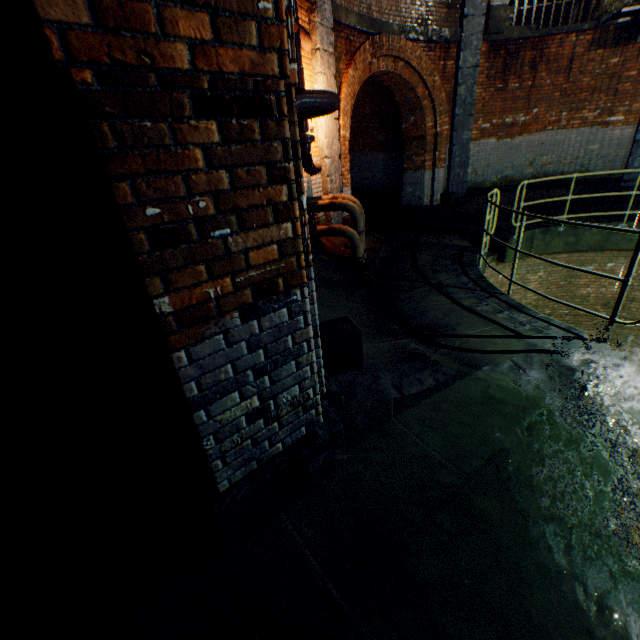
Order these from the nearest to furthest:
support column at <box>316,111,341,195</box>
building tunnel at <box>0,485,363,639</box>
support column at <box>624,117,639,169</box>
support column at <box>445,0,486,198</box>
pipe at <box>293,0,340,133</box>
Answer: building tunnel at <box>0,485,363,639</box>, pipe at <box>293,0,340,133</box>, support column at <box>316,111,341,195</box>, support column at <box>445,0,486,198</box>, support column at <box>624,117,639,169</box>

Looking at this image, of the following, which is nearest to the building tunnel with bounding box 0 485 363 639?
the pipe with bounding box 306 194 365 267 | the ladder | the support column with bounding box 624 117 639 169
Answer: the support column with bounding box 624 117 639 169

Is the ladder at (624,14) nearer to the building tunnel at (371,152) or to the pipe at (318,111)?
the building tunnel at (371,152)

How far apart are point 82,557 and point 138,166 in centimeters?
246cm

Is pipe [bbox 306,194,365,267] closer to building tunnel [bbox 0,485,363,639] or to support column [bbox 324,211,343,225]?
support column [bbox 324,211,343,225]

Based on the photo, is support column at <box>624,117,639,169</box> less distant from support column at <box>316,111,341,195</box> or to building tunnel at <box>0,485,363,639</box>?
building tunnel at <box>0,485,363,639</box>

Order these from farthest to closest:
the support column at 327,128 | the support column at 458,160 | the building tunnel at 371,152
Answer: the building tunnel at 371,152 → the support column at 458,160 → the support column at 327,128

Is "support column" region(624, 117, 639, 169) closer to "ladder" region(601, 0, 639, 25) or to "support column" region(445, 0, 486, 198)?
"ladder" region(601, 0, 639, 25)
